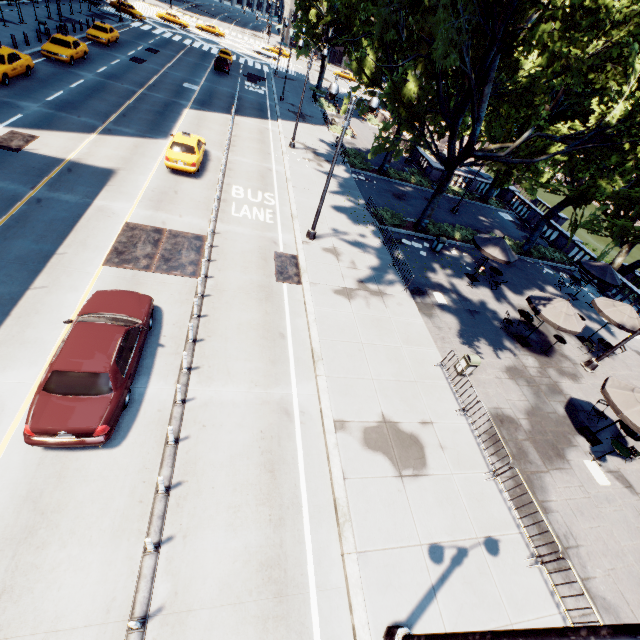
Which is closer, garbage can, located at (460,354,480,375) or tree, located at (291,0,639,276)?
garbage can, located at (460,354,480,375)

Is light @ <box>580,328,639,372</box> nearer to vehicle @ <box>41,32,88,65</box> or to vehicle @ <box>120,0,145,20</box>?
vehicle @ <box>41,32,88,65</box>

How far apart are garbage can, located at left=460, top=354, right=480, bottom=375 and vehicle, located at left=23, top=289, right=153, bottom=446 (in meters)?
12.01

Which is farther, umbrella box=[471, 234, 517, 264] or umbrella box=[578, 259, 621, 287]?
umbrella box=[578, 259, 621, 287]

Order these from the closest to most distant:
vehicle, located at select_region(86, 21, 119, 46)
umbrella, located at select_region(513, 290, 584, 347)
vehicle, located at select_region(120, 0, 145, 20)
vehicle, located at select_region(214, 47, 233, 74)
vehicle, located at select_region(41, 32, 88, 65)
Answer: umbrella, located at select_region(513, 290, 584, 347), vehicle, located at select_region(41, 32, 88, 65), vehicle, located at select_region(86, 21, 119, 46), vehicle, located at select_region(214, 47, 233, 74), vehicle, located at select_region(120, 0, 145, 20)

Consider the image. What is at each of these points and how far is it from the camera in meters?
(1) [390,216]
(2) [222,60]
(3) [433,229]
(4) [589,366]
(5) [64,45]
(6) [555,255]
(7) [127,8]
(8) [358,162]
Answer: (1) bush, 22.9
(2) vehicle, 40.0
(3) bush, 23.8
(4) light, 17.0
(5) vehicle, 26.4
(6) bush, 28.3
(7) vehicle, 47.8
(8) bush, 29.4

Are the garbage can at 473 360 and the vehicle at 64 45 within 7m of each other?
no

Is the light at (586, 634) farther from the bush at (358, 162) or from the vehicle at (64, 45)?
the vehicle at (64, 45)
